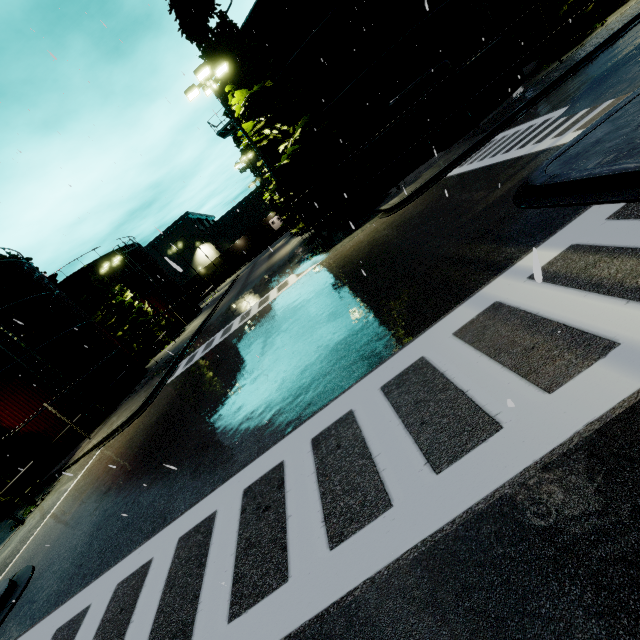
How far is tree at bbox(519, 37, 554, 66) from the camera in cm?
1897

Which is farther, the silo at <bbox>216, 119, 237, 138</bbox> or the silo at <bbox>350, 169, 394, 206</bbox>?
the silo at <bbox>216, 119, 237, 138</bbox>

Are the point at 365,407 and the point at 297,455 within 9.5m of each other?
yes

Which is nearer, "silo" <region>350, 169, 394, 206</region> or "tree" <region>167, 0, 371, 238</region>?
"tree" <region>167, 0, 371, 238</region>

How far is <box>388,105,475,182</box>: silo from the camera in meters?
18.4 m

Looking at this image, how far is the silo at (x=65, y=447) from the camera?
18.0 meters

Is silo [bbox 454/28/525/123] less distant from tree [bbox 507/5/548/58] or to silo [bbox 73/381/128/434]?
tree [bbox 507/5/548/58]

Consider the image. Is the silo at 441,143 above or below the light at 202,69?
below
